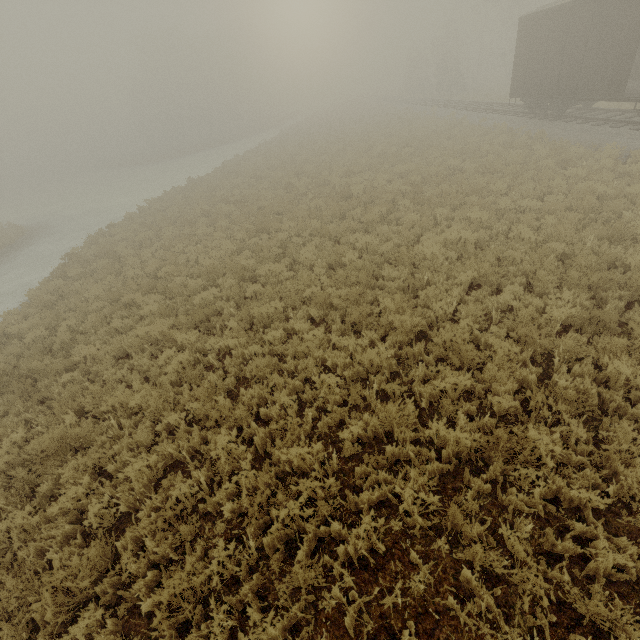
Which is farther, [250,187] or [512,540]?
[250,187]

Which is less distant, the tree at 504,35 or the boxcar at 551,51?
the boxcar at 551,51

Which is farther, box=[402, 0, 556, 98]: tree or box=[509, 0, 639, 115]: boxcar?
box=[402, 0, 556, 98]: tree
